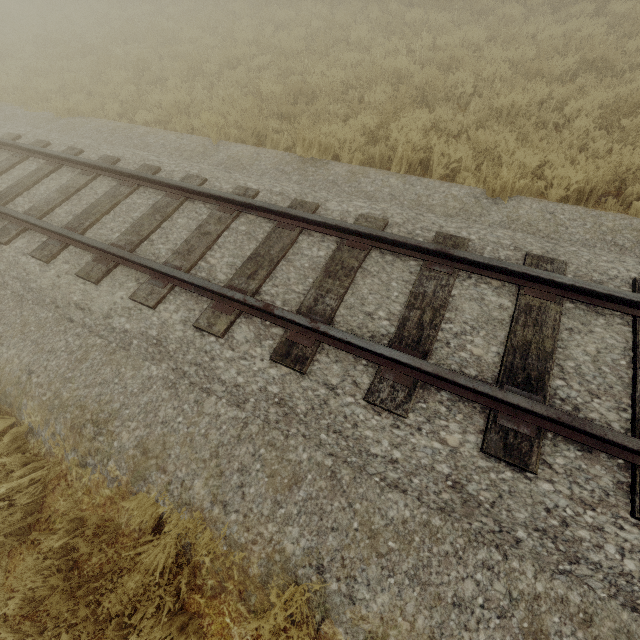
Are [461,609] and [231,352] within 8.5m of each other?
yes
